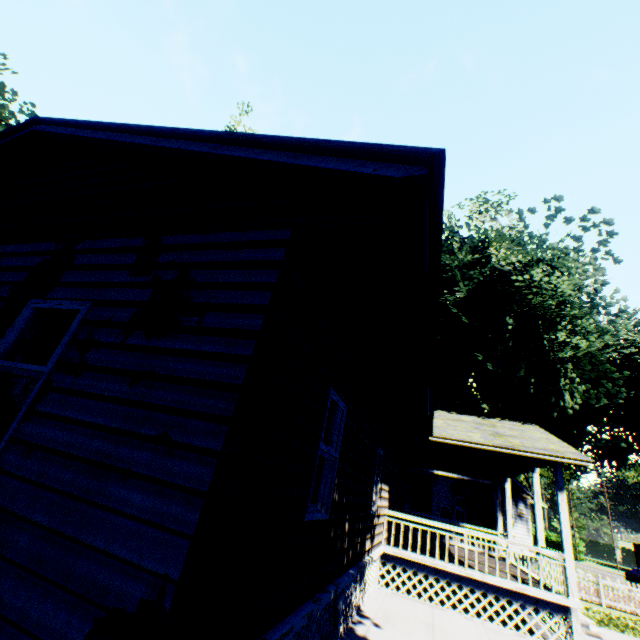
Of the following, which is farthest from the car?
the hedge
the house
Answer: the hedge

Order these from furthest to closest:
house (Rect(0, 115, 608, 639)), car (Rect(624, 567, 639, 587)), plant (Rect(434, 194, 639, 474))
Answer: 1. car (Rect(624, 567, 639, 587))
2. plant (Rect(434, 194, 639, 474))
3. house (Rect(0, 115, 608, 639))

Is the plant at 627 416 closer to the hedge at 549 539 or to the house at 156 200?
the house at 156 200

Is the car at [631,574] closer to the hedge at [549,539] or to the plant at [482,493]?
the plant at [482,493]

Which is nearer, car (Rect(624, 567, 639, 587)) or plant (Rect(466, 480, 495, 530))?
plant (Rect(466, 480, 495, 530))

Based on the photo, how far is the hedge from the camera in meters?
53.0 m

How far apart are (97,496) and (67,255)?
3.14m

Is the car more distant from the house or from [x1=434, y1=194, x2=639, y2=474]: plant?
the house
